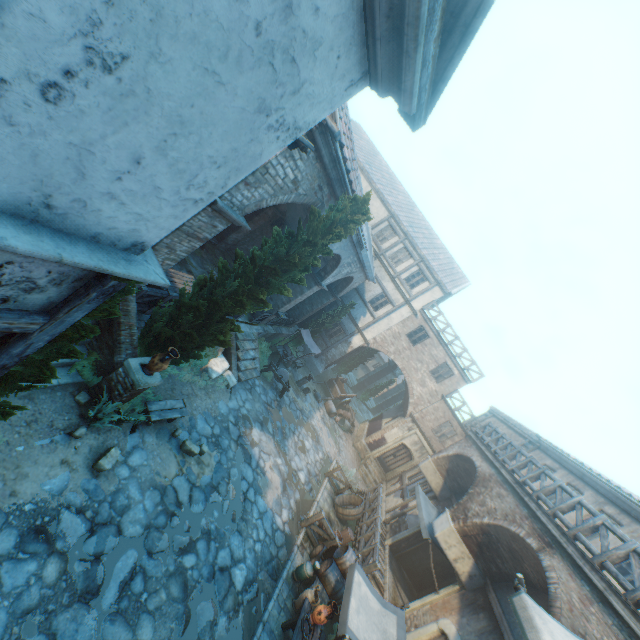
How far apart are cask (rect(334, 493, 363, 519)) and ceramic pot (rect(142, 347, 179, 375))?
11.2 meters

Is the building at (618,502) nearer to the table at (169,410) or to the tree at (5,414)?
the tree at (5,414)

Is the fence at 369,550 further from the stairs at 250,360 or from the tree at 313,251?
the tree at 313,251

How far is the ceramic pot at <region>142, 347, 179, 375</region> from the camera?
7.0m

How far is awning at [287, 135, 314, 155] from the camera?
4.1m

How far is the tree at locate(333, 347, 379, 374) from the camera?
30.5 meters

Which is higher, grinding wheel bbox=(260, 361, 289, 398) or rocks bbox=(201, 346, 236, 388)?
grinding wheel bbox=(260, 361, 289, 398)

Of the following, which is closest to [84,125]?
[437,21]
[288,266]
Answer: [437,21]
